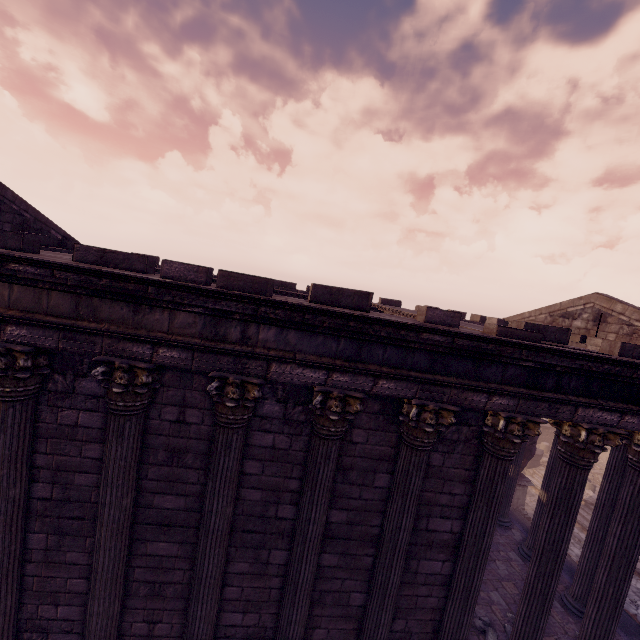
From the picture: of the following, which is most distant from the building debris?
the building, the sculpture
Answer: the sculpture

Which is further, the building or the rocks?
the rocks

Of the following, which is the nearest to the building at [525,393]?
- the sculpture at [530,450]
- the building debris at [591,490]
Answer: the sculpture at [530,450]

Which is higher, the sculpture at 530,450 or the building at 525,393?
the sculpture at 530,450

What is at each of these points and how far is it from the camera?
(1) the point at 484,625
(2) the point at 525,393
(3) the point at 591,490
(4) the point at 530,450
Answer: (1) rocks, 6.7m
(2) building, 4.8m
(3) building debris, 15.4m
(4) sculpture, 13.2m

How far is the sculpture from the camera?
13.10m

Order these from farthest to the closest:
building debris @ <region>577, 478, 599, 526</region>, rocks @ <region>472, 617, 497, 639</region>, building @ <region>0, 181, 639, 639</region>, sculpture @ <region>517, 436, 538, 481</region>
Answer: building debris @ <region>577, 478, 599, 526</region> → sculpture @ <region>517, 436, 538, 481</region> → rocks @ <region>472, 617, 497, 639</region> → building @ <region>0, 181, 639, 639</region>
